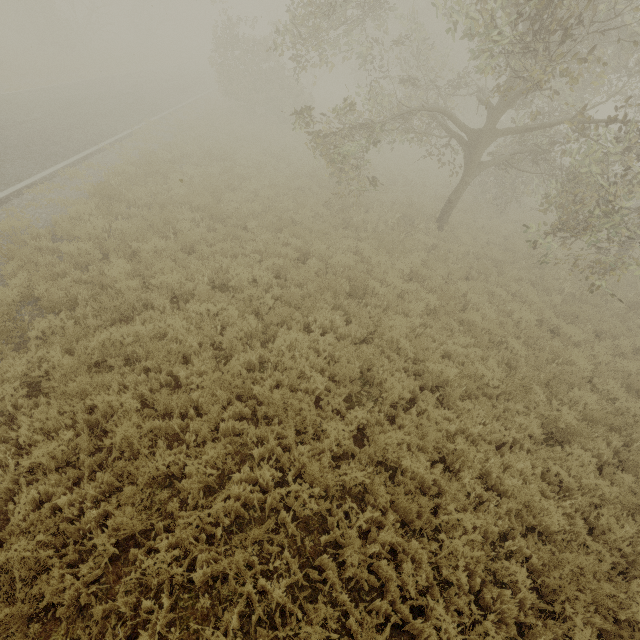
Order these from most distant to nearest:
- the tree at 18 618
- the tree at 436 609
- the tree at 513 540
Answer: the tree at 513 540, the tree at 436 609, the tree at 18 618

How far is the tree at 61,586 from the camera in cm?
349

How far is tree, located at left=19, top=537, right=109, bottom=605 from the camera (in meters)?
3.49

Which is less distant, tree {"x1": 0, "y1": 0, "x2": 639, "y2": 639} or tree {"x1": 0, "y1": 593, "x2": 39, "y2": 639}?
tree {"x1": 0, "y1": 593, "x2": 39, "y2": 639}

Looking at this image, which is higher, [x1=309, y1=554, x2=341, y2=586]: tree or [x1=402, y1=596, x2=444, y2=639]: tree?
[x1=309, y1=554, x2=341, y2=586]: tree

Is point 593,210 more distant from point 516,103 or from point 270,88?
point 270,88
